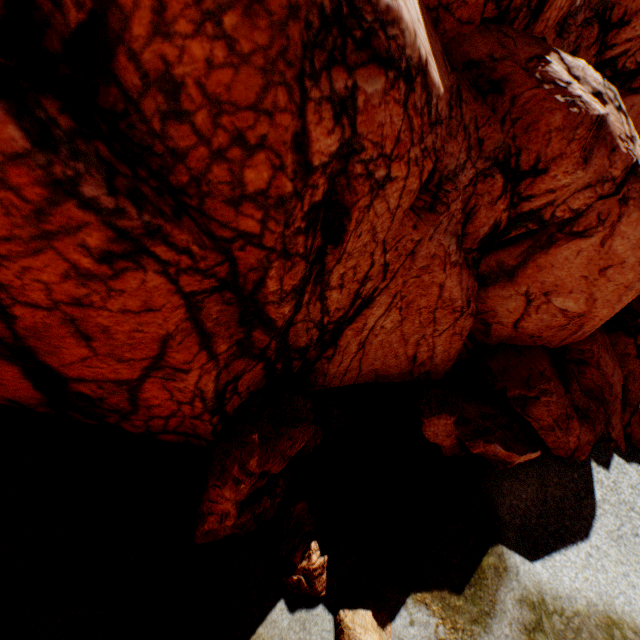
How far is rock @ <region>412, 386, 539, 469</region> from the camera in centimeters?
1264cm

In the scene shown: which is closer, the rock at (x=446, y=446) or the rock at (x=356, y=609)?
the rock at (x=356, y=609)

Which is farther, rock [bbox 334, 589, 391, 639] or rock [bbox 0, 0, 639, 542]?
rock [bbox 334, 589, 391, 639]

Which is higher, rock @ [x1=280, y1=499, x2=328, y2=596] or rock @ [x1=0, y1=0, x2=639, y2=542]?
rock @ [x1=0, y1=0, x2=639, y2=542]

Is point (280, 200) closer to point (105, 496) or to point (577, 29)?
point (105, 496)

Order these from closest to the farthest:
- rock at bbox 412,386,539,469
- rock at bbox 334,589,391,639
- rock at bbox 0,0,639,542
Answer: rock at bbox 0,0,639,542
rock at bbox 334,589,391,639
rock at bbox 412,386,539,469
